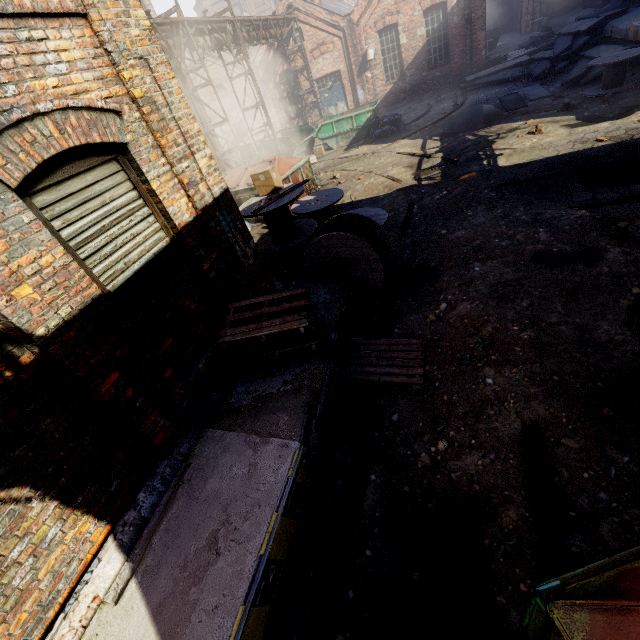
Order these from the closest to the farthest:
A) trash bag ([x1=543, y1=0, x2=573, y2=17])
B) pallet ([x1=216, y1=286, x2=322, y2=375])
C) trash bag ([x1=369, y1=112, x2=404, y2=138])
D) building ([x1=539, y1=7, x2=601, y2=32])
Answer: pallet ([x1=216, y1=286, x2=322, y2=375]) → trash bag ([x1=369, y1=112, x2=404, y2=138]) → building ([x1=539, y1=7, x2=601, y2=32]) → trash bag ([x1=543, y1=0, x2=573, y2=17])

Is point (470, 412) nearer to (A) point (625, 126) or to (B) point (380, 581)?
(B) point (380, 581)

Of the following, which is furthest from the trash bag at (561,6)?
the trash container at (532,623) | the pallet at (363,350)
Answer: the trash container at (532,623)

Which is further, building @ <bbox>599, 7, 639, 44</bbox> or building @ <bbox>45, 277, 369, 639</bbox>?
building @ <bbox>599, 7, 639, 44</bbox>

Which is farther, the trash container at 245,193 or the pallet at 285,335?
the trash container at 245,193

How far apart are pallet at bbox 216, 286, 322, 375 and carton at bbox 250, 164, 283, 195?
3.54m

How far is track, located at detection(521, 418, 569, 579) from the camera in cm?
270

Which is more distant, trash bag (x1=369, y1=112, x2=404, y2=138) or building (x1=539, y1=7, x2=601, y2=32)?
building (x1=539, y1=7, x2=601, y2=32)
